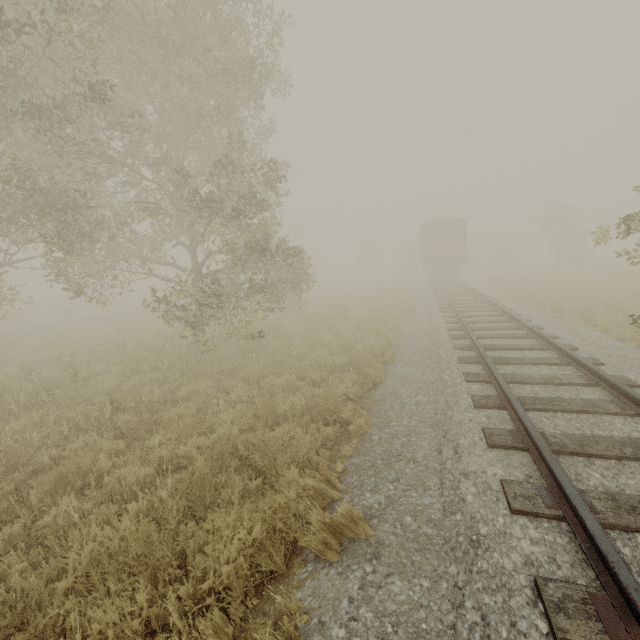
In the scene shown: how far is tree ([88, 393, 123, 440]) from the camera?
6.0m

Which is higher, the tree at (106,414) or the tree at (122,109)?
the tree at (122,109)

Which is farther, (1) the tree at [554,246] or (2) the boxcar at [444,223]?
(1) the tree at [554,246]

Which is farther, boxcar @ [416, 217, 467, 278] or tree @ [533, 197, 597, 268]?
tree @ [533, 197, 597, 268]

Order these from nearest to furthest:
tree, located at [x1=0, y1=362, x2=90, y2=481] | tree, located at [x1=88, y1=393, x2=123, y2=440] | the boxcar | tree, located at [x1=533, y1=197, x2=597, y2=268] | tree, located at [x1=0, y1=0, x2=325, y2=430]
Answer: tree, located at [x1=0, y1=362, x2=90, y2=481] < tree, located at [x1=88, y1=393, x2=123, y2=440] < tree, located at [x1=0, y1=0, x2=325, y2=430] < the boxcar < tree, located at [x1=533, y1=197, x2=597, y2=268]

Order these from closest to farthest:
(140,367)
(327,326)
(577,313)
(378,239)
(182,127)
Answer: (140,367), (182,127), (577,313), (327,326), (378,239)

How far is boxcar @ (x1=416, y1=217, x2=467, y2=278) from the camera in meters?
25.3

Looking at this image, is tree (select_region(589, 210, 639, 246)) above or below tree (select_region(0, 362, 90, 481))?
above
